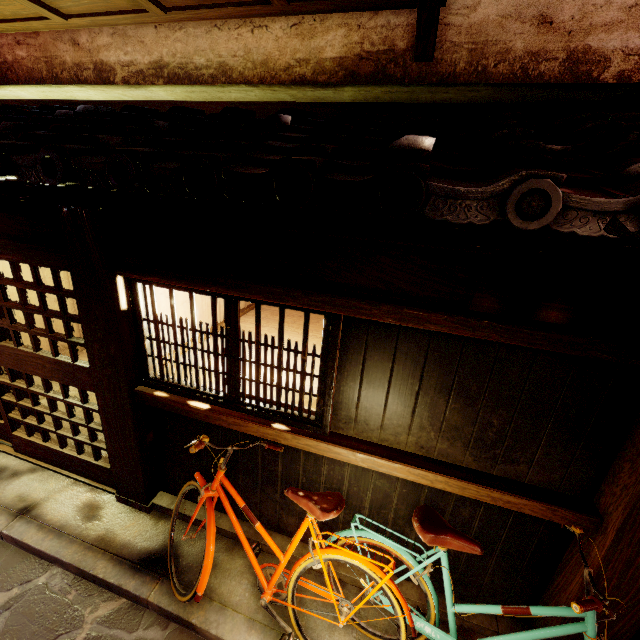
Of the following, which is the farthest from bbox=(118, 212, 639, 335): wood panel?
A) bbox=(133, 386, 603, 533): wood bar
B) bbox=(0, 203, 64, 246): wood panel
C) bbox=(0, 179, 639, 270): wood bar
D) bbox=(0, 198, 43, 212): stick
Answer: bbox=(133, 386, 603, 533): wood bar

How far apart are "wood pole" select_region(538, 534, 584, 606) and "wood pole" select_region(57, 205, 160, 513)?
6.95m

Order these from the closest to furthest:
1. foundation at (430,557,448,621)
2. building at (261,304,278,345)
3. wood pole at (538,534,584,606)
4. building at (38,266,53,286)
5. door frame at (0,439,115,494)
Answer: wood pole at (538,534,584,606) < foundation at (430,557,448,621) < door frame at (0,439,115,494) < building at (261,304,278,345) < building at (38,266,53,286)

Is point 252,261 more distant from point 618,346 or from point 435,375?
point 618,346

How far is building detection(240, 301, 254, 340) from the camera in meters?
8.3 m

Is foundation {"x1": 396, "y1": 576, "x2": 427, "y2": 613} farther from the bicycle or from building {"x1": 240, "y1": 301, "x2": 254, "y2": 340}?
building {"x1": 240, "y1": 301, "x2": 254, "y2": 340}

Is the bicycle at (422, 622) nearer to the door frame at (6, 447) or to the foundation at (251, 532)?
Answer: the foundation at (251, 532)

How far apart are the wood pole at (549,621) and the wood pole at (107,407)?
6.9 meters
